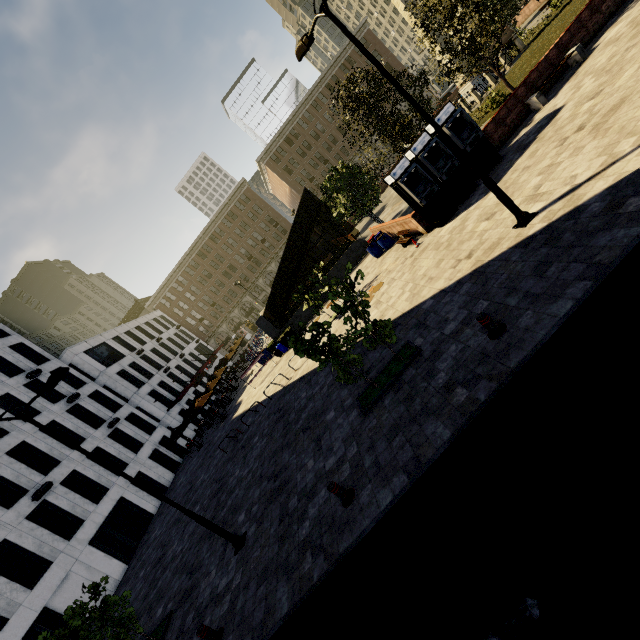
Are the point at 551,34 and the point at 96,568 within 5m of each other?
no

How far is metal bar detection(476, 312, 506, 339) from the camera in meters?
6.8

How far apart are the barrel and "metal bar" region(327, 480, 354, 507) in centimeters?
1494cm

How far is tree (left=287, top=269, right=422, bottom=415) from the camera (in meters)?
8.35

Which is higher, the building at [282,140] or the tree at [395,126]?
the building at [282,140]

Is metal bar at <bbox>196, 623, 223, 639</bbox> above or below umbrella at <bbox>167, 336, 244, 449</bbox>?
below

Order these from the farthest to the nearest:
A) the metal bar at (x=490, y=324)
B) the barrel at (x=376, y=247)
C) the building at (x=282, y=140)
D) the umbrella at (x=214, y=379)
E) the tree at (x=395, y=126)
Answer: the building at (x=282, y=140) < the umbrella at (x=214, y=379) < the barrel at (x=376, y=247) < the tree at (x=395, y=126) < the metal bar at (x=490, y=324)

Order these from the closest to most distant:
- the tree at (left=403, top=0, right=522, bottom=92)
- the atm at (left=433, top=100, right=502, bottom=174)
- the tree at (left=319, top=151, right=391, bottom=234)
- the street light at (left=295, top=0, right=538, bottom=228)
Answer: the street light at (left=295, top=0, right=538, bottom=228)
the atm at (left=433, top=100, right=502, bottom=174)
the tree at (left=403, top=0, right=522, bottom=92)
the tree at (left=319, top=151, right=391, bottom=234)
